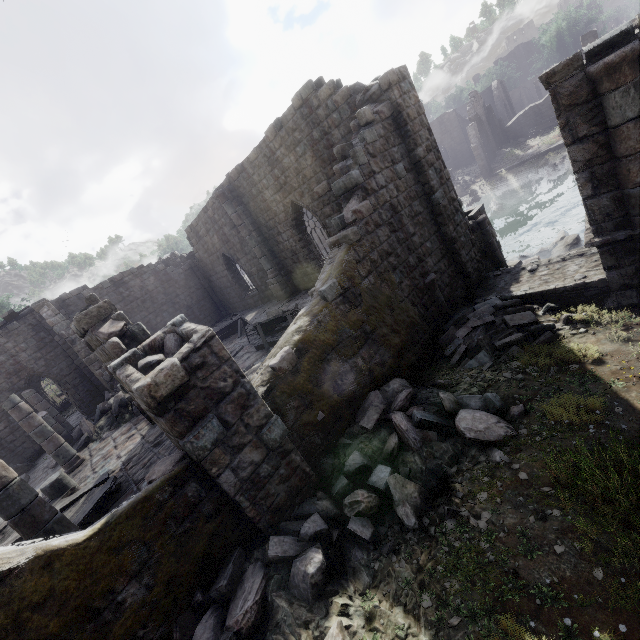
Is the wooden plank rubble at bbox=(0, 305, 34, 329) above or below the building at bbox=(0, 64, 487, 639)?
above

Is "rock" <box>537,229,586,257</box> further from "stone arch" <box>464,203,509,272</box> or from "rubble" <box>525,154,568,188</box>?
"rubble" <box>525,154,568,188</box>

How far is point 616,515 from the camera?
3.77m

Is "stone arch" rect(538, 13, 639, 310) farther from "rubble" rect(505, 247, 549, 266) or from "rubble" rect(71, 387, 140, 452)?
"rubble" rect(71, 387, 140, 452)

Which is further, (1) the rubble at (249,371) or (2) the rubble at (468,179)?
(2) the rubble at (468,179)

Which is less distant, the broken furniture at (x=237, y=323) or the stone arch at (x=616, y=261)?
the stone arch at (x=616, y=261)

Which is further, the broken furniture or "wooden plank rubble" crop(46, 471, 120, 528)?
the broken furniture

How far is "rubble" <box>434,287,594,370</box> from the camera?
7.9 meters
